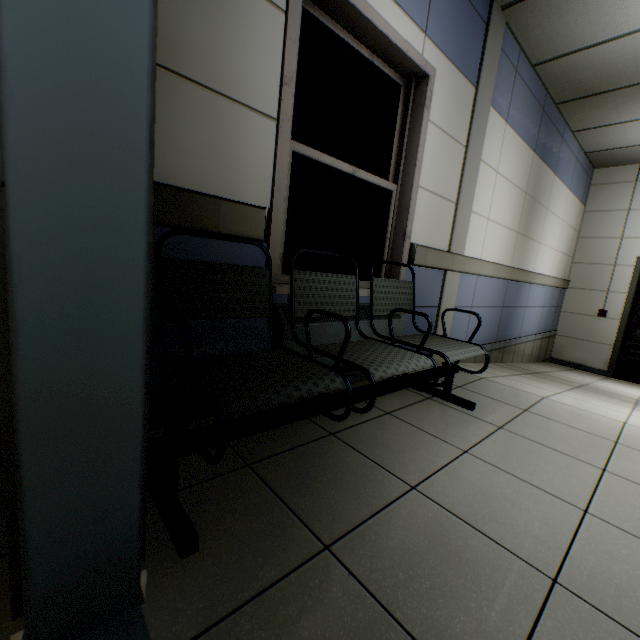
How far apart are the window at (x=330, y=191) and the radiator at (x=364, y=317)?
0.2m

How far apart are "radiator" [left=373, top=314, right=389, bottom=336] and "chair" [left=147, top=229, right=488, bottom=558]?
0.1m

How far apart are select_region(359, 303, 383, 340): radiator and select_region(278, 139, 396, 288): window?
0.2 meters

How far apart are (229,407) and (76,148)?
0.68m

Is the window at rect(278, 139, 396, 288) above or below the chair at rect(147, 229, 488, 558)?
above

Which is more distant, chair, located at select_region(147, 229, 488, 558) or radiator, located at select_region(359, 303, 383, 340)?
radiator, located at select_region(359, 303, 383, 340)

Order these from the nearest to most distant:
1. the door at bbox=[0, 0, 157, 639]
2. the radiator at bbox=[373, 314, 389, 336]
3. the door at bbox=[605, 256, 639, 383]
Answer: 1. the door at bbox=[0, 0, 157, 639]
2. the radiator at bbox=[373, 314, 389, 336]
3. the door at bbox=[605, 256, 639, 383]

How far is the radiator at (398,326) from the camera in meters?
2.5
